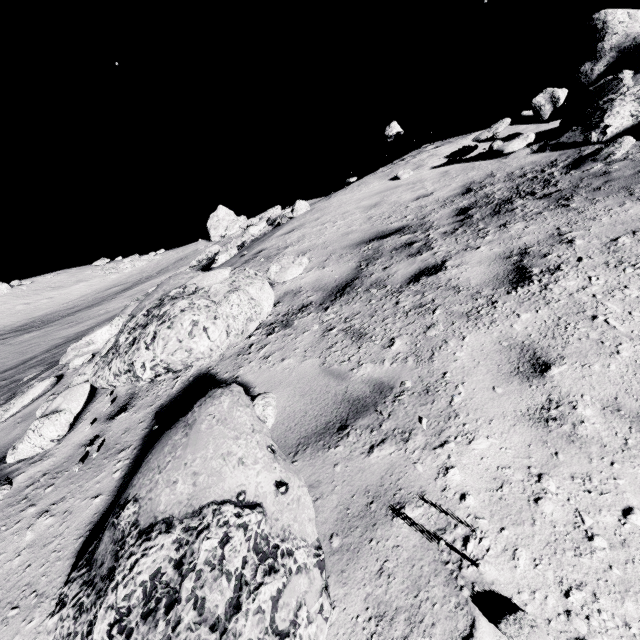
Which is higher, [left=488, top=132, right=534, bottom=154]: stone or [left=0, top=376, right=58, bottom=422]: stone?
[left=488, top=132, right=534, bottom=154]: stone

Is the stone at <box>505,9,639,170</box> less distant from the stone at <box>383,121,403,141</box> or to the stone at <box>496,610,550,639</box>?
the stone at <box>383,121,403,141</box>

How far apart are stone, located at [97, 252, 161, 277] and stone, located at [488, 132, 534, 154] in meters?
35.3 m

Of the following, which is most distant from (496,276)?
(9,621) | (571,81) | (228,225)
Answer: (228,225)

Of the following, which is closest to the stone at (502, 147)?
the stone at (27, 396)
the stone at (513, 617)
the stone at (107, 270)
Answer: the stone at (27, 396)

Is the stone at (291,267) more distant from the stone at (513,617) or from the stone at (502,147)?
the stone at (502,147)

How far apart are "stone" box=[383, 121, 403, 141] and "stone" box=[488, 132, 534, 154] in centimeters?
408cm

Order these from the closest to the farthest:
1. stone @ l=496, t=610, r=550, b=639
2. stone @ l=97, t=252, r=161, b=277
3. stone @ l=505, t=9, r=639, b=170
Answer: stone @ l=496, t=610, r=550, b=639, stone @ l=505, t=9, r=639, b=170, stone @ l=97, t=252, r=161, b=277
